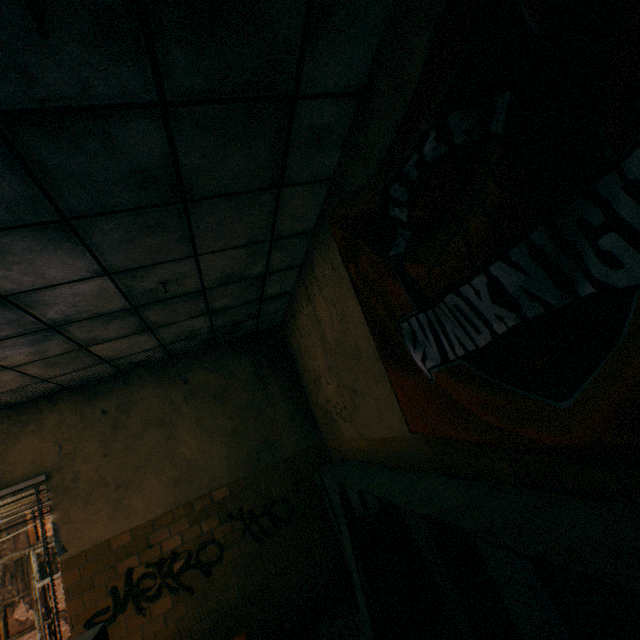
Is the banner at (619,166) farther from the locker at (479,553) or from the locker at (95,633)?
the locker at (95,633)

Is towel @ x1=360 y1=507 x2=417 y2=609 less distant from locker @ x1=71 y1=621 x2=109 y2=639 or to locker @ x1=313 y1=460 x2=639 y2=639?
locker @ x1=313 y1=460 x2=639 y2=639

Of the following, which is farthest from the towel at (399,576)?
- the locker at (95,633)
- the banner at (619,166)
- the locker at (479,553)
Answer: the locker at (95,633)

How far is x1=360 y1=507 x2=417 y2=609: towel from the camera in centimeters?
194cm

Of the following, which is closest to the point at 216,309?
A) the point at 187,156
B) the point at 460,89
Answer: the point at 187,156

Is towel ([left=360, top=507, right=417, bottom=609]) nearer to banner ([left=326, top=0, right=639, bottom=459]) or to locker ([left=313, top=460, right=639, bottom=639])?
locker ([left=313, top=460, right=639, bottom=639])

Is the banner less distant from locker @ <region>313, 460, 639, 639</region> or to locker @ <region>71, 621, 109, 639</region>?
locker @ <region>313, 460, 639, 639</region>

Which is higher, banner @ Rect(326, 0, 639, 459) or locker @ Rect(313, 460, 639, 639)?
A: banner @ Rect(326, 0, 639, 459)
